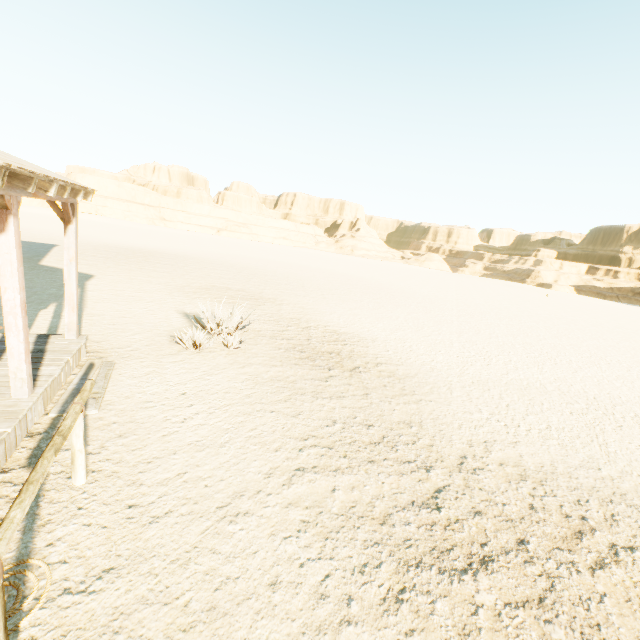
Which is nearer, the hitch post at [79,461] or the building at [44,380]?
the hitch post at [79,461]

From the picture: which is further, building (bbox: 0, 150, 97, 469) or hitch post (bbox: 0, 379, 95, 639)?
building (bbox: 0, 150, 97, 469)

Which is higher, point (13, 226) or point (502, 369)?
point (13, 226)
